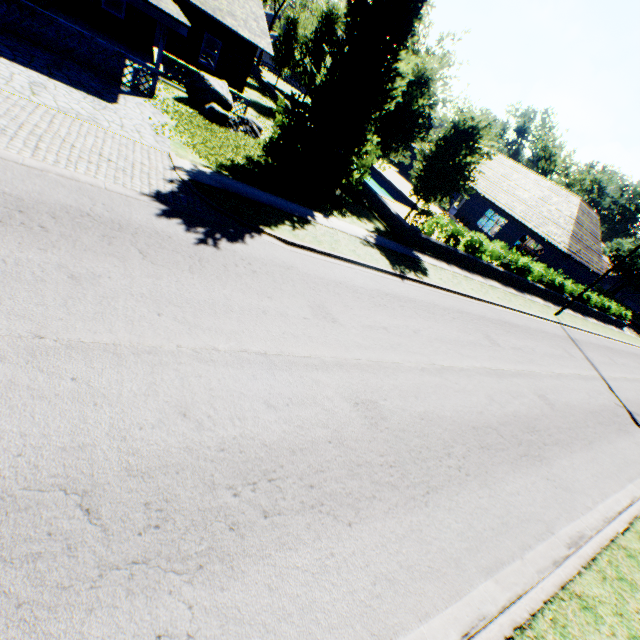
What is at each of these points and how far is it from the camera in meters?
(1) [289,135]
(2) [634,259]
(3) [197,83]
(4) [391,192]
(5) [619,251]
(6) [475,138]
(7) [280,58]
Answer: (1) plant, 13.0
(2) tree, 50.9
(3) rock, 15.1
(4) swimming pool, 31.7
(5) tree, 51.8
(6) tree, 15.0
(7) tree, 33.9

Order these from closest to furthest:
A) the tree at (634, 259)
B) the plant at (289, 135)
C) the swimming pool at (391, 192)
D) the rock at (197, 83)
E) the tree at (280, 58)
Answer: the plant at (289, 135) < the rock at (197, 83) < the tree at (280, 58) < the swimming pool at (391, 192) < the tree at (634, 259)

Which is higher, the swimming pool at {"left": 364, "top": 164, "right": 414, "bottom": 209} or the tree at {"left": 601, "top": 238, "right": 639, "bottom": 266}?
the tree at {"left": 601, "top": 238, "right": 639, "bottom": 266}

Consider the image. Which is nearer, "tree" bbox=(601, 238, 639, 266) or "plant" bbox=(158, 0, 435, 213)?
"plant" bbox=(158, 0, 435, 213)

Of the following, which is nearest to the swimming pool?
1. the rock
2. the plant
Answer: the plant

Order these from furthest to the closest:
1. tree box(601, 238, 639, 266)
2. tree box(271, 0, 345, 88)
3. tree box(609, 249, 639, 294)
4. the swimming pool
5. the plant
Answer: tree box(601, 238, 639, 266)
tree box(609, 249, 639, 294)
the swimming pool
tree box(271, 0, 345, 88)
the plant

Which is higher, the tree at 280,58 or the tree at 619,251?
the tree at 619,251
